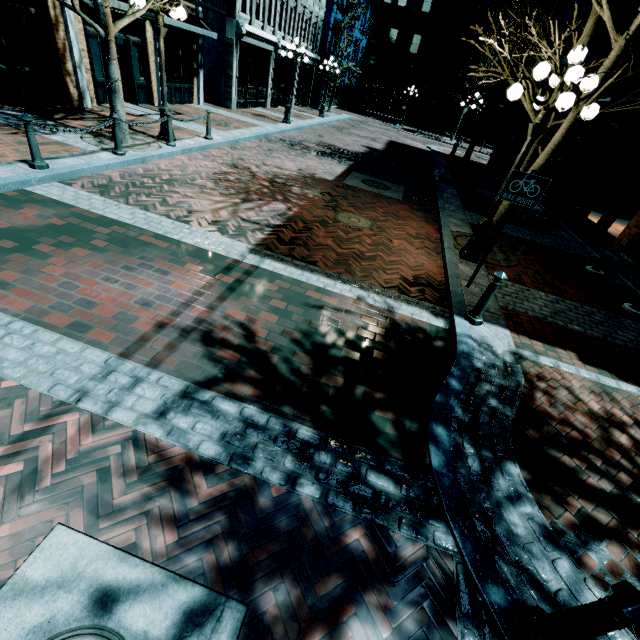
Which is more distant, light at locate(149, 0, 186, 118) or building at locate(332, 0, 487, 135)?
building at locate(332, 0, 487, 135)

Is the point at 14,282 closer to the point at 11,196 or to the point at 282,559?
the point at 11,196

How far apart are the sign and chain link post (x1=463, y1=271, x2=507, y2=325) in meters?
1.0

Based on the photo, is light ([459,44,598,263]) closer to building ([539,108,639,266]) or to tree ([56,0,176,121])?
building ([539,108,639,266])

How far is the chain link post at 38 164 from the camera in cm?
567

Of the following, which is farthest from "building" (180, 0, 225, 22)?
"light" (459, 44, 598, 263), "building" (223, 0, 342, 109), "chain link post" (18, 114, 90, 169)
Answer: "light" (459, 44, 598, 263)

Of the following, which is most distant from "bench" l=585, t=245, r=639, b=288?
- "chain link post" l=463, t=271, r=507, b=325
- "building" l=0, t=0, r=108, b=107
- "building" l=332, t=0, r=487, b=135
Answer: "building" l=332, t=0, r=487, b=135

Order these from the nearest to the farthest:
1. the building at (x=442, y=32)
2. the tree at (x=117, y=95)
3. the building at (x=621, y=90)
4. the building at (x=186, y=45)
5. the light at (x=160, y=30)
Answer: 1. the tree at (x=117, y=95)
2. the light at (x=160, y=30)
3. the building at (x=621, y=90)
4. the building at (x=186, y=45)
5. the building at (x=442, y=32)
